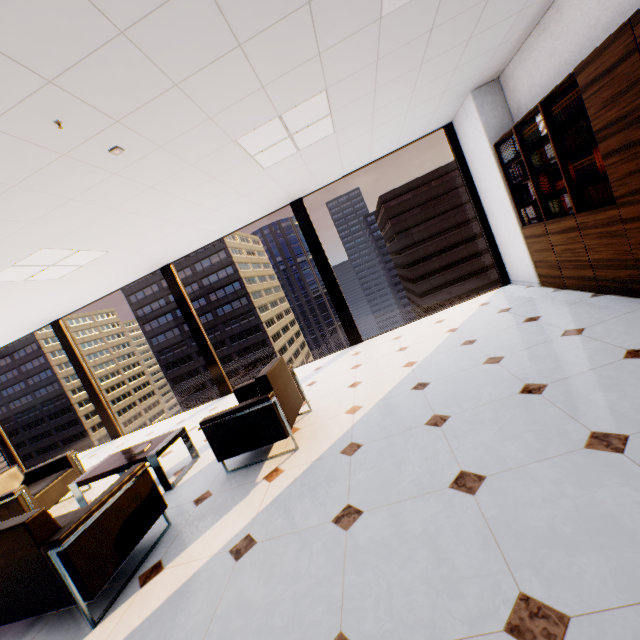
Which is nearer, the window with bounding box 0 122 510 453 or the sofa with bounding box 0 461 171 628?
the sofa with bounding box 0 461 171 628

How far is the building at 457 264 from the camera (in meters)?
57.16

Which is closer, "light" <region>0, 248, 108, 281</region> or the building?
"light" <region>0, 248, 108, 281</region>

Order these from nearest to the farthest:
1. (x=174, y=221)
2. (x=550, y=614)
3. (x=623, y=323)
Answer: (x=550, y=614), (x=623, y=323), (x=174, y=221)

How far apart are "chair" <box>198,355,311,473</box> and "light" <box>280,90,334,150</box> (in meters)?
2.29

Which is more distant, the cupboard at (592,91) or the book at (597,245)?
the book at (597,245)

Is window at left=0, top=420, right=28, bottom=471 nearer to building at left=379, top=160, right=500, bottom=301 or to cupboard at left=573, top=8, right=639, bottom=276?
cupboard at left=573, top=8, right=639, bottom=276

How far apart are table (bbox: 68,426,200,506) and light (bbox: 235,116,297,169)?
3.3m
